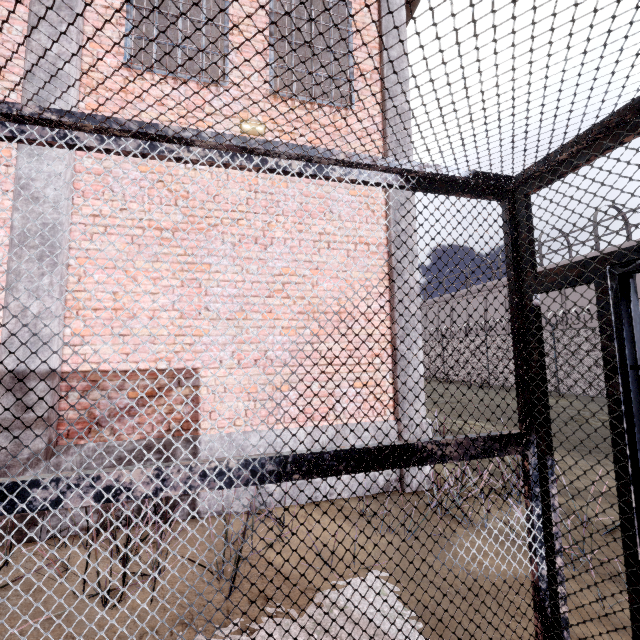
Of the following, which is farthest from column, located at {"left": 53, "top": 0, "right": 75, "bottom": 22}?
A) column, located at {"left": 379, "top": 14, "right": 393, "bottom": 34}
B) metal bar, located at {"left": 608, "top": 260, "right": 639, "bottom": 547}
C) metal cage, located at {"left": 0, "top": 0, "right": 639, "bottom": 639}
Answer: metal bar, located at {"left": 608, "top": 260, "right": 639, "bottom": 547}

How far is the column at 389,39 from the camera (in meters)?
5.44

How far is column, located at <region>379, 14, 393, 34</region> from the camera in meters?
5.5

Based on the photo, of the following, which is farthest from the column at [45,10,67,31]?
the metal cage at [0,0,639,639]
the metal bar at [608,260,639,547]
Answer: the metal bar at [608,260,639,547]

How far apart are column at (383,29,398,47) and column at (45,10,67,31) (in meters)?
4.36

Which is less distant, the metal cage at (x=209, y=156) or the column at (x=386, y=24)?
the metal cage at (x=209, y=156)

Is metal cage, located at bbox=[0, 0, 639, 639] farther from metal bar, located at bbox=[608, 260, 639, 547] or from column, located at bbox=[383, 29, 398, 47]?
column, located at bbox=[383, 29, 398, 47]

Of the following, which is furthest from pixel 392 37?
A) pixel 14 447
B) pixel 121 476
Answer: pixel 14 447
